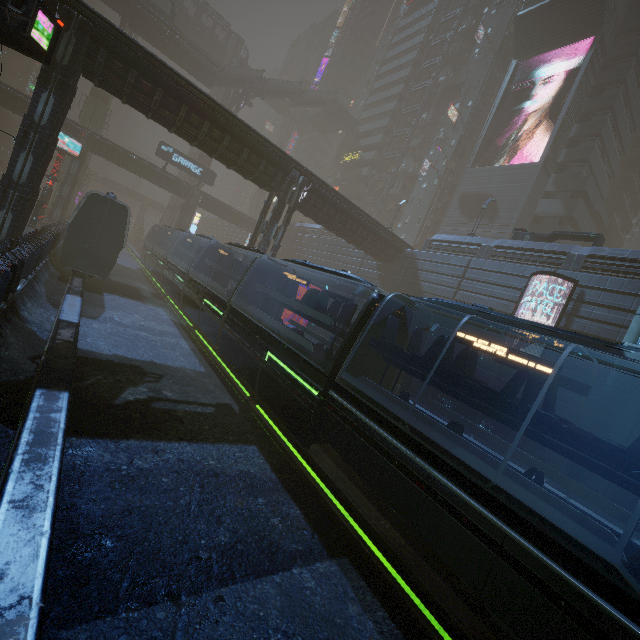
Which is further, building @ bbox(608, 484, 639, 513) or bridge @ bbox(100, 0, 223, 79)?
bridge @ bbox(100, 0, 223, 79)

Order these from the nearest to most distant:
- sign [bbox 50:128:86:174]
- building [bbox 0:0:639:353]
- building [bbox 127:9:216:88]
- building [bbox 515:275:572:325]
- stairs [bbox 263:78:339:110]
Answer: building [bbox 0:0:639:353] < building [bbox 515:275:572:325] < sign [bbox 50:128:86:174] < building [bbox 127:9:216:88] < stairs [bbox 263:78:339:110]

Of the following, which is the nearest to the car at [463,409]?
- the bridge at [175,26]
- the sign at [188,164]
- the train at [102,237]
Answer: the train at [102,237]

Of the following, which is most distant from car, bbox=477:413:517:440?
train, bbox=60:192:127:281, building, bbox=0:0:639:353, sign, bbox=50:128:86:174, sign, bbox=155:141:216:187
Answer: sign, bbox=155:141:216:187

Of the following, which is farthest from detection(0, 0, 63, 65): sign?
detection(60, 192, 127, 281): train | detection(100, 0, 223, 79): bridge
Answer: detection(100, 0, 223, 79): bridge

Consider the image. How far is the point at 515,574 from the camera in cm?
464

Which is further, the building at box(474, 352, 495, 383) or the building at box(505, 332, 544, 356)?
the building at box(474, 352, 495, 383)

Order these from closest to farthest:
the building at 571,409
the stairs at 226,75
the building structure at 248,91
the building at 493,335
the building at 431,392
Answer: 1. the building at 571,409
2. the building at 493,335
3. the building at 431,392
4. the stairs at 226,75
5. the building structure at 248,91
